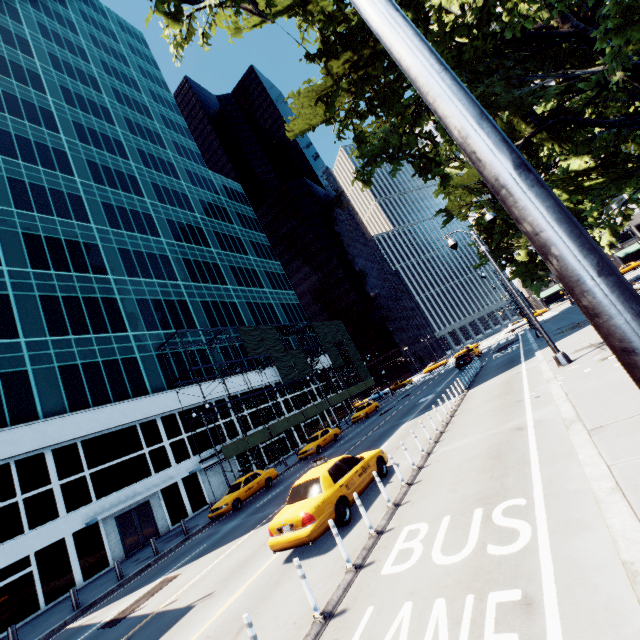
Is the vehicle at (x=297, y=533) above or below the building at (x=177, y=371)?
below

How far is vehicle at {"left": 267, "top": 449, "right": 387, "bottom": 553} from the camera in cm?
800

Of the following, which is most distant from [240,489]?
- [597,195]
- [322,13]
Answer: [597,195]

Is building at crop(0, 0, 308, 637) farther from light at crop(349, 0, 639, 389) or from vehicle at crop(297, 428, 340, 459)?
light at crop(349, 0, 639, 389)

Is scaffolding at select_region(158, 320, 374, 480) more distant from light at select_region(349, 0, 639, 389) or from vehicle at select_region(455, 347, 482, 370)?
light at select_region(349, 0, 639, 389)

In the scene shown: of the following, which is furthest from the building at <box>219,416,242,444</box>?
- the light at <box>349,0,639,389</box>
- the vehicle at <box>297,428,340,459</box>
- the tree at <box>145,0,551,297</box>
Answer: the light at <box>349,0,639,389</box>

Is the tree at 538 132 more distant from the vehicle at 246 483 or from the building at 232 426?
the building at 232 426

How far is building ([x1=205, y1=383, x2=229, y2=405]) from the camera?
33.9m
